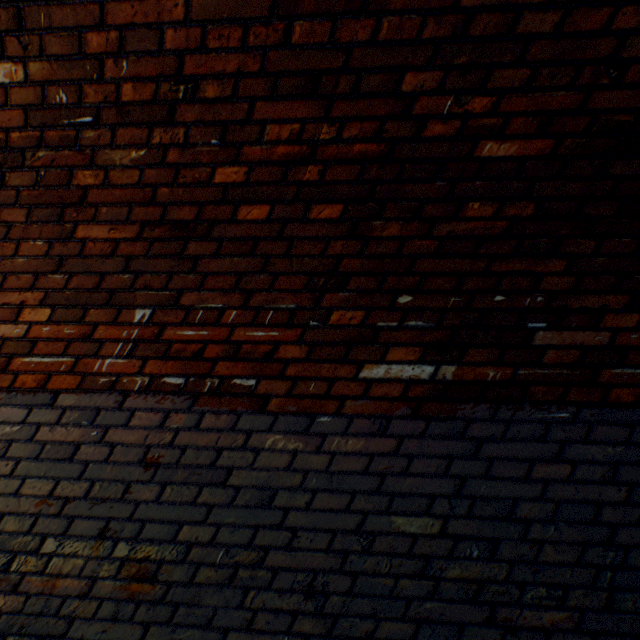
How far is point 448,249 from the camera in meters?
1.5
